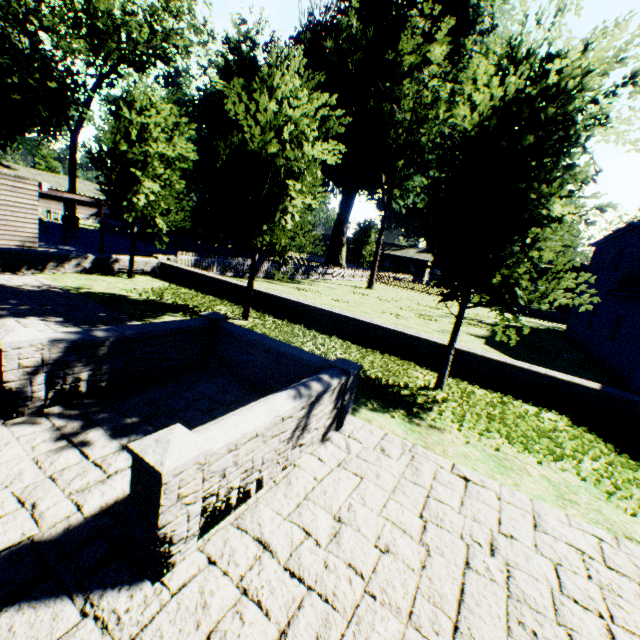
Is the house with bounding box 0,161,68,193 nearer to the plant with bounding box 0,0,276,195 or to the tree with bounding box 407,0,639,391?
the plant with bounding box 0,0,276,195

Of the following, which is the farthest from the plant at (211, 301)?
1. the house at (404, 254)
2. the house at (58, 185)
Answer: the house at (58, 185)

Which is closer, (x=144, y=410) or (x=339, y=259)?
(x=144, y=410)

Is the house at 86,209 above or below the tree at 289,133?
below

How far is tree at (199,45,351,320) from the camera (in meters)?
8.30

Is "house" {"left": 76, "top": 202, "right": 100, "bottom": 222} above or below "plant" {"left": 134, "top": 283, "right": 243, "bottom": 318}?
above

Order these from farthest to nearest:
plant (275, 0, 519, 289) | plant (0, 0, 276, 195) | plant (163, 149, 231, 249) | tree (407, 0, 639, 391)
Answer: plant (163, 149, 231, 249), plant (0, 0, 276, 195), plant (275, 0, 519, 289), tree (407, 0, 639, 391)

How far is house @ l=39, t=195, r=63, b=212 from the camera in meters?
48.8 m
